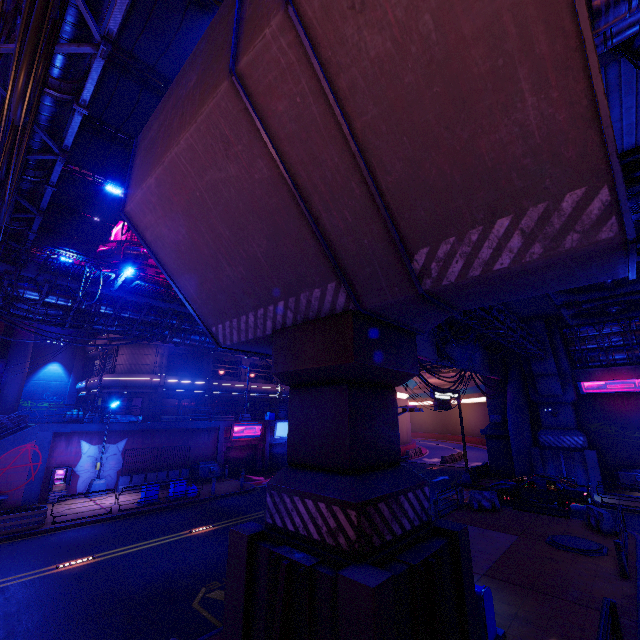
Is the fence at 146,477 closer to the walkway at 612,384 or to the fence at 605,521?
the fence at 605,521

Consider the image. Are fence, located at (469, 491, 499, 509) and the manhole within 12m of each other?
yes

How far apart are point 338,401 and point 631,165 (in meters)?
10.86

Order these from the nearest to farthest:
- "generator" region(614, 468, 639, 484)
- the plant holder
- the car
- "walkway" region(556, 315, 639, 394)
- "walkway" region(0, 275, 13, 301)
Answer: the plant holder < "walkway" region(0, 275, 13, 301) < the car < "generator" region(614, 468, 639, 484) < "walkway" region(556, 315, 639, 394)

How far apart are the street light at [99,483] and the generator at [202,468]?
5.7m

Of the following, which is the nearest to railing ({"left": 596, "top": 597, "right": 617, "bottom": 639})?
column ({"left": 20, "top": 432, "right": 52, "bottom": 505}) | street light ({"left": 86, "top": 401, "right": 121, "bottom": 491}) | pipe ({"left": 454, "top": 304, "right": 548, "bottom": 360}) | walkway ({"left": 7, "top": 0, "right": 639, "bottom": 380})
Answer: walkway ({"left": 7, "top": 0, "right": 639, "bottom": 380})

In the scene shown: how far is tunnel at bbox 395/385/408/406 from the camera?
45.4 meters

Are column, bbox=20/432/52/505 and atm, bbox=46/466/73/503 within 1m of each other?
yes
